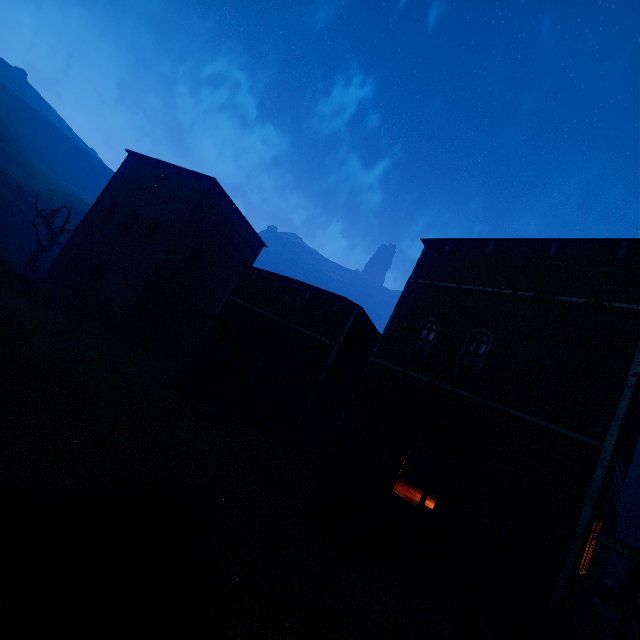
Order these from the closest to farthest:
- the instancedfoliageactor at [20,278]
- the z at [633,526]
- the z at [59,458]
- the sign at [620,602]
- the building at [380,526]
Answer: the z at [59,458] → the sign at [620,602] → the building at [380,526] → the instancedfoliageactor at [20,278] → the z at [633,526]

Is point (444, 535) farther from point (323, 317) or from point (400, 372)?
point (323, 317)

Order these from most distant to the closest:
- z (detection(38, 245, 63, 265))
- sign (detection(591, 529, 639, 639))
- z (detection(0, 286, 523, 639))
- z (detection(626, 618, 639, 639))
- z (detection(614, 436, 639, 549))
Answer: z (detection(38, 245, 63, 265)) → z (detection(614, 436, 639, 549)) → z (detection(626, 618, 639, 639)) → sign (detection(591, 529, 639, 639)) → z (detection(0, 286, 523, 639))

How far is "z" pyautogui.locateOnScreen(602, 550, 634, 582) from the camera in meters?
17.9 m

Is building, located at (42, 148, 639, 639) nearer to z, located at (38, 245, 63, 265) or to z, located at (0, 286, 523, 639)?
z, located at (0, 286, 523, 639)

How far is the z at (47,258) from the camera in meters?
34.2 m

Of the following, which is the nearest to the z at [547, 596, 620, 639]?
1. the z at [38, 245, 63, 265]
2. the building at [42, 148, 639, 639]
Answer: the building at [42, 148, 639, 639]
